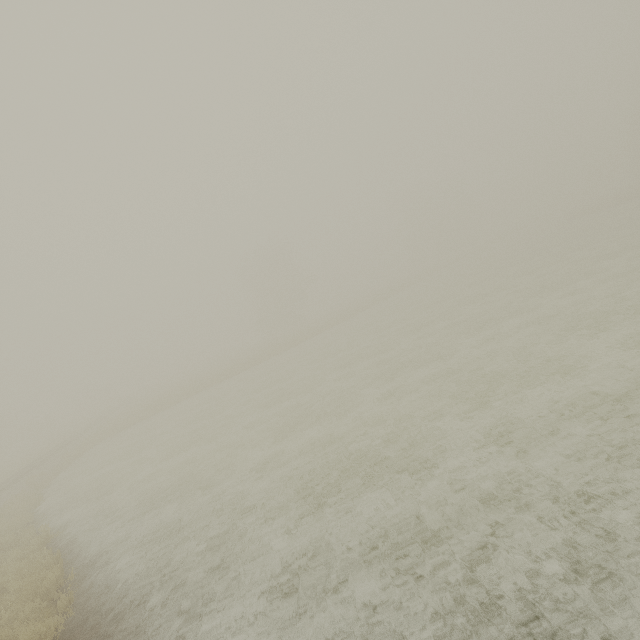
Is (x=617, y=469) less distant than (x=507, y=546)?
No
